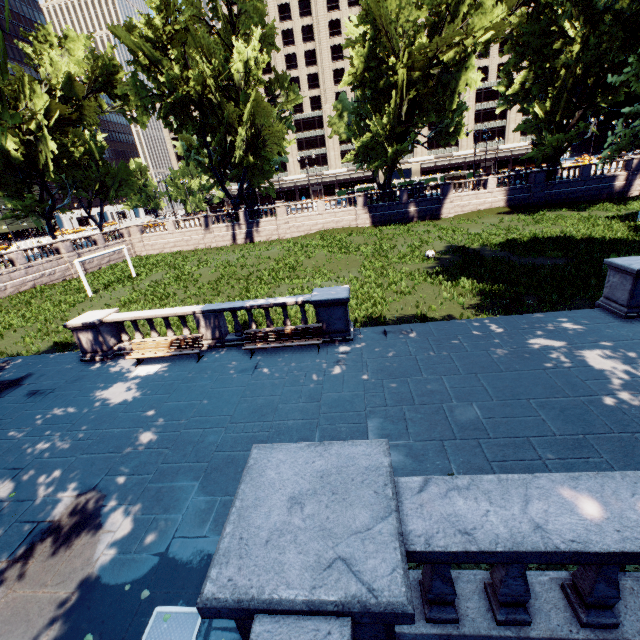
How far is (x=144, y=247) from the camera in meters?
43.2

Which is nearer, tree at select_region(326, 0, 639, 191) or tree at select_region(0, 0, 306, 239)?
tree at select_region(326, 0, 639, 191)

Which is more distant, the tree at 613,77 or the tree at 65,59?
the tree at 65,59
